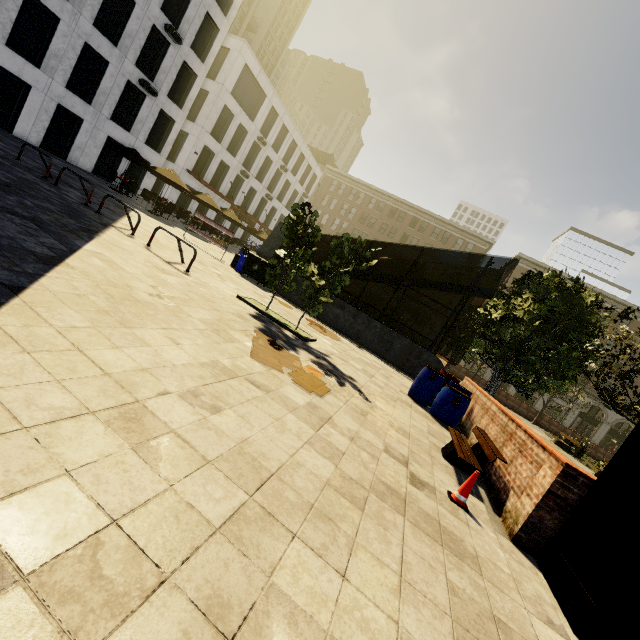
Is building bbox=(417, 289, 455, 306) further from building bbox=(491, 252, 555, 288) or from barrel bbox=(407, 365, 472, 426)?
barrel bbox=(407, 365, 472, 426)

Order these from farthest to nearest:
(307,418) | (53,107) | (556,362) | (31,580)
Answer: (53,107), (556,362), (307,418), (31,580)

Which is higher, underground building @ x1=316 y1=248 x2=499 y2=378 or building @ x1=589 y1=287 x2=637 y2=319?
building @ x1=589 y1=287 x2=637 y2=319

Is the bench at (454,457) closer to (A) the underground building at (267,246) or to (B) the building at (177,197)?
(A) the underground building at (267,246)

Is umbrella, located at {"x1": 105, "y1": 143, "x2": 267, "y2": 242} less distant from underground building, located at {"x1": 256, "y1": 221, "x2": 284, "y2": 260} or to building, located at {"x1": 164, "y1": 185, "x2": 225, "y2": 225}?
underground building, located at {"x1": 256, "y1": 221, "x2": 284, "y2": 260}

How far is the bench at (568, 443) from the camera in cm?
A: 2027

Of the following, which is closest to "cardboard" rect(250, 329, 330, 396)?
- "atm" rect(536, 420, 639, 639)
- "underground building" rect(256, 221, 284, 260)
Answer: "atm" rect(536, 420, 639, 639)

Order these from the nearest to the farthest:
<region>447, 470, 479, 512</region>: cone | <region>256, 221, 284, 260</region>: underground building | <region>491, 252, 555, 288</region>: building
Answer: <region>447, 470, 479, 512</region>: cone → <region>256, 221, 284, 260</region>: underground building → <region>491, 252, 555, 288</region>: building
